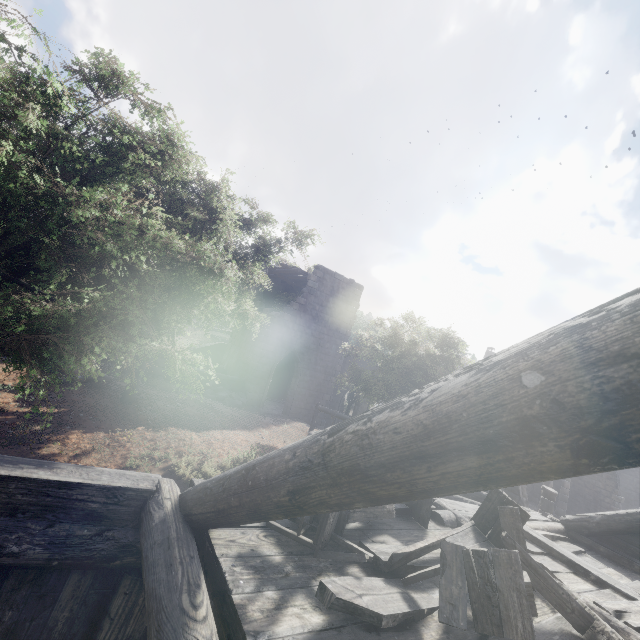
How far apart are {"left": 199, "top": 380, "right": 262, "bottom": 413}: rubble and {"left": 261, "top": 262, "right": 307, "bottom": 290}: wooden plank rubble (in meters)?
7.54

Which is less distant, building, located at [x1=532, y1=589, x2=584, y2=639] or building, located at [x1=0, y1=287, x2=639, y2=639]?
building, located at [x1=0, y1=287, x2=639, y2=639]

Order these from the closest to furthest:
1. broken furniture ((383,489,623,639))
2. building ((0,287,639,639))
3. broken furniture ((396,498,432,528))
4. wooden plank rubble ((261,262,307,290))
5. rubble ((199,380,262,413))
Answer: building ((0,287,639,639)), broken furniture ((383,489,623,639)), broken furniture ((396,498,432,528)), rubble ((199,380,262,413)), wooden plank rubble ((261,262,307,290))

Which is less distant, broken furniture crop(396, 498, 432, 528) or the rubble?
broken furniture crop(396, 498, 432, 528)

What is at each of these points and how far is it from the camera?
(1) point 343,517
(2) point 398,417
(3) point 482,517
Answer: (1) broken furniture, 3.7m
(2) building, 1.3m
(3) broken furniture, 4.7m

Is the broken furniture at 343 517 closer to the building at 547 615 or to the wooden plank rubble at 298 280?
the building at 547 615

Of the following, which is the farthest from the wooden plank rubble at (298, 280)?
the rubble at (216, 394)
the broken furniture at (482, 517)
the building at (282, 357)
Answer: the broken furniture at (482, 517)
